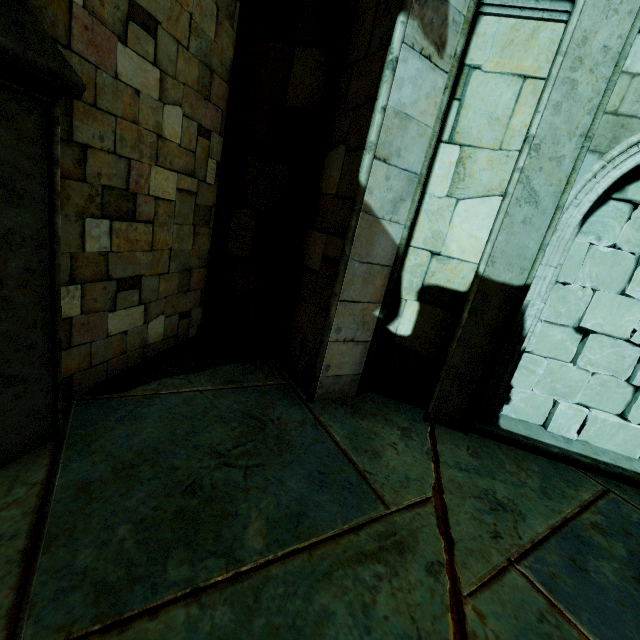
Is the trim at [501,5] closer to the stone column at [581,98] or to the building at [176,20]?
the stone column at [581,98]

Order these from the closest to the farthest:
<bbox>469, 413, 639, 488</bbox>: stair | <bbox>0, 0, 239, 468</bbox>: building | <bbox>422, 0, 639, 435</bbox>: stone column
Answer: <bbox>0, 0, 239, 468</bbox>: building, <bbox>422, 0, 639, 435</bbox>: stone column, <bbox>469, 413, 639, 488</bbox>: stair

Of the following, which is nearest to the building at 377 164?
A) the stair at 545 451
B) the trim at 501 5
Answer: the trim at 501 5

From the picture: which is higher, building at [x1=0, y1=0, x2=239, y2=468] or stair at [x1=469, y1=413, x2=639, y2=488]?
building at [x1=0, y1=0, x2=239, y2=468]

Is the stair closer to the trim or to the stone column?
the stone column

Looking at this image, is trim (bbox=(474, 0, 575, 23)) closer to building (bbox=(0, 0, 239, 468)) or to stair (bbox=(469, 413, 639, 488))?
building (bbox=(0, 0, 239, 468))

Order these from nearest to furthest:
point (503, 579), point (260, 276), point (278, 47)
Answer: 1. point (503, 579)
2. point (278, 47)
3. point (260, 276)
